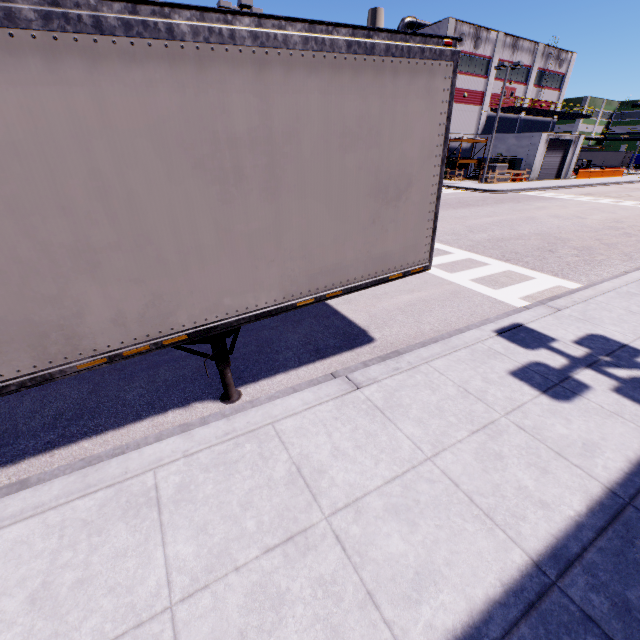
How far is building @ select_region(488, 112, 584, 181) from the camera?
35.5m

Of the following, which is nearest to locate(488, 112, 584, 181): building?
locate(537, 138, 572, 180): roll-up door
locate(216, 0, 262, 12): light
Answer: locate(537, 138, 572, 180): roll-up door

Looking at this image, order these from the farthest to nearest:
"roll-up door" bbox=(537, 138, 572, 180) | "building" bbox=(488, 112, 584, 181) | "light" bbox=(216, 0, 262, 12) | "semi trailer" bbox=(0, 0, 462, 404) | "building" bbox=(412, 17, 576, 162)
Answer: "roll-up door" bbox=(537, 138, 572, 180) < "building" bbox=(488, 112, 584, 181) < "building" bbox=(412, 17, 576, 162) < "light" bbox=(216, 0, 262, 12) < "semi trailer" bbox=(0, 0, 462, 404)

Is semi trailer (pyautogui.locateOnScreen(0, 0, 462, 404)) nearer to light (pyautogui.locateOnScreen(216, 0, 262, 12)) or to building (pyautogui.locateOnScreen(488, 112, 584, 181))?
building (pyautogui.locateOnScreen(488, 112, 584, 181))

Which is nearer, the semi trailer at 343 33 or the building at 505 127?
the semi trailer at 343 33

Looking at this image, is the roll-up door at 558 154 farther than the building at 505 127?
Yes

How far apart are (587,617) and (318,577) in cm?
187
